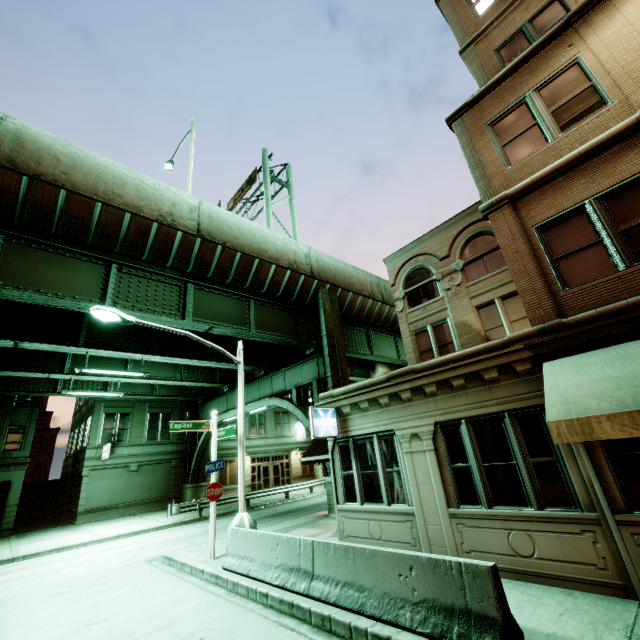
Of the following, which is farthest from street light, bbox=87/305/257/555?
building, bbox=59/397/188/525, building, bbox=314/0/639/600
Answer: building, bbox=59/397/188/525

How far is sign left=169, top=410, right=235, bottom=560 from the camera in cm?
1082

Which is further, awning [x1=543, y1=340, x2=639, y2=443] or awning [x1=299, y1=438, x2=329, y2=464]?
awning [x1=299, y1=438, x2=329, y2=464]

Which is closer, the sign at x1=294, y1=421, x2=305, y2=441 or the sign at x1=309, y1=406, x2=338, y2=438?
the sign at x1=309, y1=406, x2=338, y2=438

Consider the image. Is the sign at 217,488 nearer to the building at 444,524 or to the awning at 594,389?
the building at 444,524

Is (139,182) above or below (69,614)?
above

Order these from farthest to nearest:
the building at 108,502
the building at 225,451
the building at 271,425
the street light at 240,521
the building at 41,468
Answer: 1. the building at 271,425
2. the building at 225,451
3. the building at 108,502
4. the building at 41,468
5. the street light at 240,521

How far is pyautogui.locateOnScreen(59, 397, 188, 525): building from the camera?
25.5m
